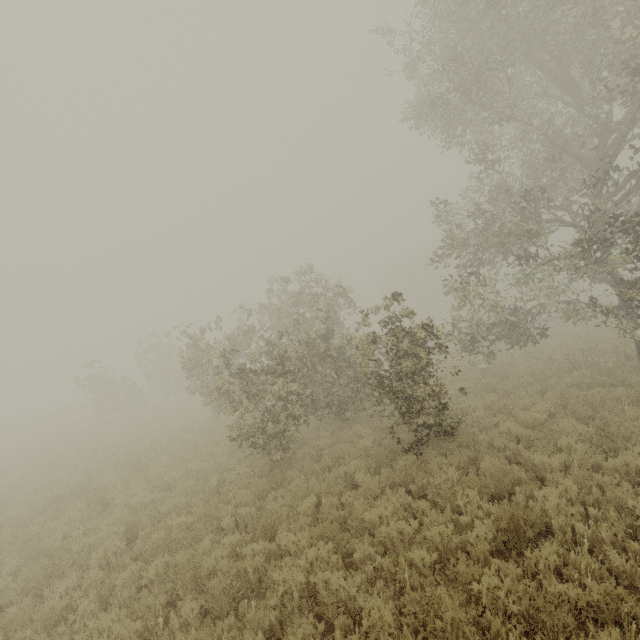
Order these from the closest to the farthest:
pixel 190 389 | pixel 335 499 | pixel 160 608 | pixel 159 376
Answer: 1. pixel 160 608
2. pixel 335 499
3. pixel 190 389
4. pixel 159 376
